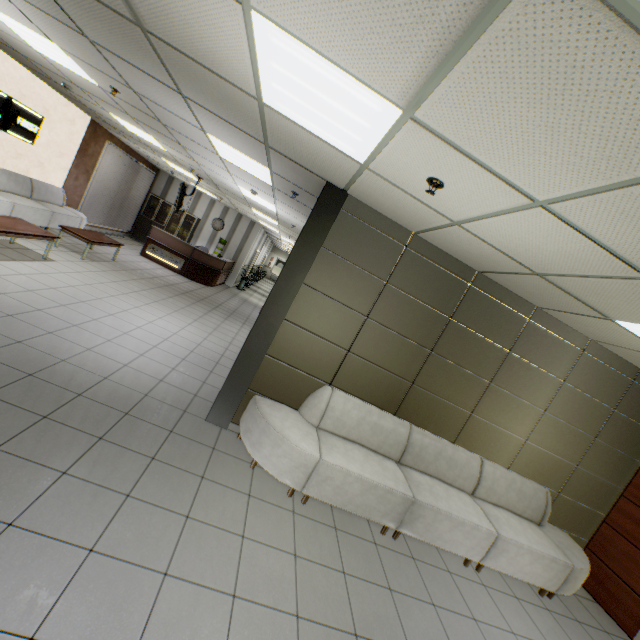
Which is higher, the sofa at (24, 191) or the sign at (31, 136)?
the sign at (31, 136)

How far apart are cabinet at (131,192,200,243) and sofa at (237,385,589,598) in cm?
1244

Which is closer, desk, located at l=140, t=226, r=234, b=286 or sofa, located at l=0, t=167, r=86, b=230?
sofa, located at l=0, t=167, r=86, b=230

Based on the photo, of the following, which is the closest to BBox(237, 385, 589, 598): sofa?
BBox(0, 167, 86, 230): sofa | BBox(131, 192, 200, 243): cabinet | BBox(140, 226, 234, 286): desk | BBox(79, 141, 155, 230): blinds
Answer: BBox(0, 167, 86, 230): sofa

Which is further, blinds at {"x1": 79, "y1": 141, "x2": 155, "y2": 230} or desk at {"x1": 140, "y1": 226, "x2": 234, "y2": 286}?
desk at {"x1": 140, "y1": 226, "x2": 234, "y2": 286}

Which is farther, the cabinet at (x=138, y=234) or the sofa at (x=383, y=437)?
the cabinet at (x=138, y=234)

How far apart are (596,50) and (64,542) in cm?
355

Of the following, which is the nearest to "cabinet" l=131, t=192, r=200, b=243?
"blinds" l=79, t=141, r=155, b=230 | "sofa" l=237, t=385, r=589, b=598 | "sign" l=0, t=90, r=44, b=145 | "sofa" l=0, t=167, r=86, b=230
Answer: "blinds" l=79, t=141, r=155, b=230
